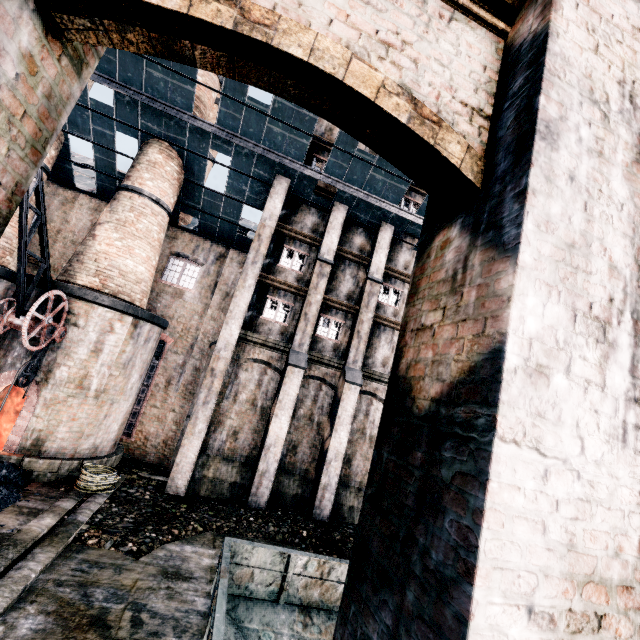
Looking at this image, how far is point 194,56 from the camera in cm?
210

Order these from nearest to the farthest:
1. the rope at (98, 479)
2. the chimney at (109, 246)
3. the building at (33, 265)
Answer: the rope at (98, 479)
the chimney at (109, 246)
the building at (33, 265)

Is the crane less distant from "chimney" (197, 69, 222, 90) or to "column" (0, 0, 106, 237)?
"column" (0, 0, 106, 237)

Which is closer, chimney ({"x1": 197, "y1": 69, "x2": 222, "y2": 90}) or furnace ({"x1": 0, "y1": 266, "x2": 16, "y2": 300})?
furnace ({"x1": 0, "y1": 266, "x2": 16, "y2": 300})

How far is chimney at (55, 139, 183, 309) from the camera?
14.78m

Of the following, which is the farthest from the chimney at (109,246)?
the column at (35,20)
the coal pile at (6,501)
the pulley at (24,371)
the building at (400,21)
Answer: the column at (35,20)

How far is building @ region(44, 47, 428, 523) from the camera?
15.5m

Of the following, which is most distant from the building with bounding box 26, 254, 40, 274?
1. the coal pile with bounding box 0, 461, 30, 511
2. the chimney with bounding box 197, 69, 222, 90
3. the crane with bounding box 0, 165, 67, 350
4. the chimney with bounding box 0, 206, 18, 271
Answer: the crane with bounding box 0, 165, 67, 350
